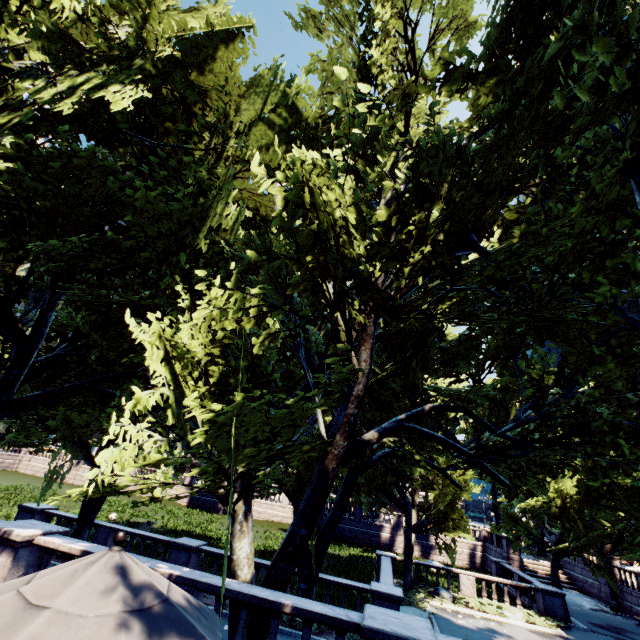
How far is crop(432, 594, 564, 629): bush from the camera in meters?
19.1 m

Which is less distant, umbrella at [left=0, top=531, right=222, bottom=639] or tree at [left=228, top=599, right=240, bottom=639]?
umbrella at [left=0, top=531, right=222, bottom=639]

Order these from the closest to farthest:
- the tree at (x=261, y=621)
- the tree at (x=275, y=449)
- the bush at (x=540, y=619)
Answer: the tree at (x=275, y=449) < the tree at (x=261, y=621) < the bush at (x=540, y=619)

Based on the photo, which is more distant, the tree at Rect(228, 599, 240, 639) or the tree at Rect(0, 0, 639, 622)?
the tree at Rect(228, 599, 240, 639)

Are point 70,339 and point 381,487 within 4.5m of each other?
no

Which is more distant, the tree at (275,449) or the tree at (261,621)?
the tree at (261,621)

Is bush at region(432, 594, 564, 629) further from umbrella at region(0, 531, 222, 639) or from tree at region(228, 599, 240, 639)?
umbrella at region(0, 531, 222, 639)
